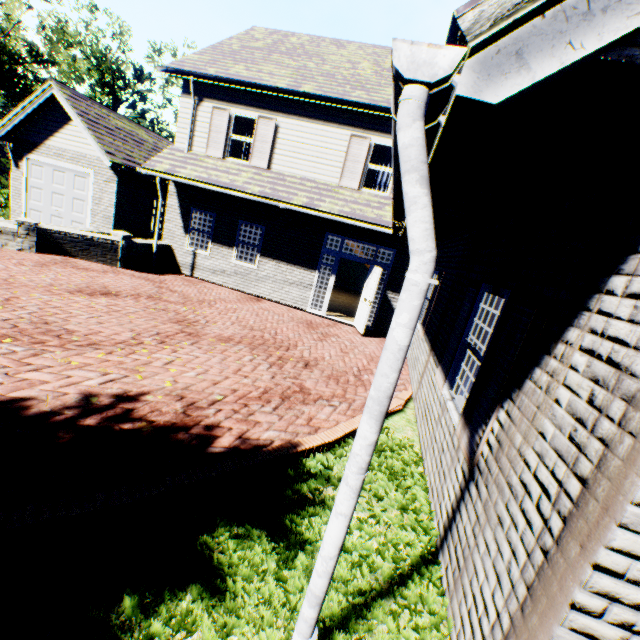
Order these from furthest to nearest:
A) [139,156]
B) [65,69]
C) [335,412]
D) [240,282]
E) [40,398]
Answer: [65,69], [139,156], [240,282], [335,412], [40,398]

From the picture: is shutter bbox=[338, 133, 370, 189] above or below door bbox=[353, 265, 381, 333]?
above

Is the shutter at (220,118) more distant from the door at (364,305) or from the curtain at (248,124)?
the door at (364,305)

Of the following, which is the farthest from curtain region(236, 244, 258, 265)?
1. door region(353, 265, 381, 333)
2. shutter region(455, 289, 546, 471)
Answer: shutter region(455, 289, 546, 471)

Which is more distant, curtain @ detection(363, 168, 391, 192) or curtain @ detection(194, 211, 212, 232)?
curtain @ detection(194, 211, 212, 232)

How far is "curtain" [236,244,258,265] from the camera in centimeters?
1226cm

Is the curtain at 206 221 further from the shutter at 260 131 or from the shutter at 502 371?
the shutter at 502 371

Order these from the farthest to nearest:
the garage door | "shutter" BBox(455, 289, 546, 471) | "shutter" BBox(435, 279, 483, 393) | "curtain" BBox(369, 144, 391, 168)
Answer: the garage door, "curtain" BBox(369, 144, 391, 168), "shutter" BBox(435, 279, 483, 393), "shutter" BBox(455, 289, 546, 471)
